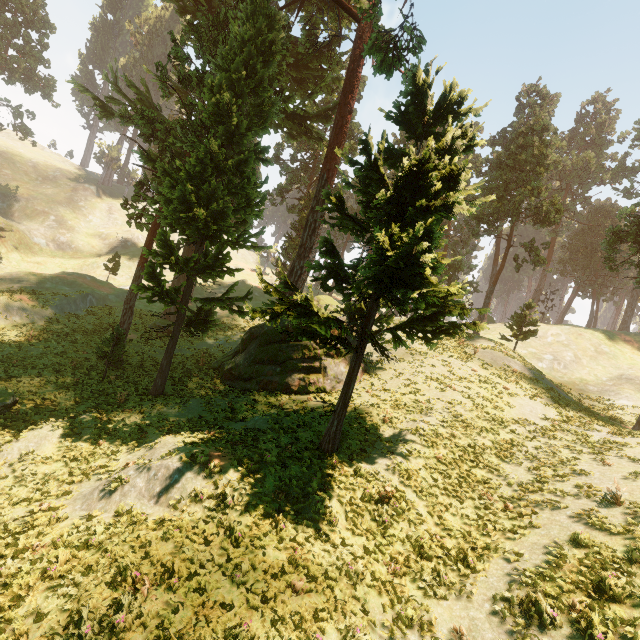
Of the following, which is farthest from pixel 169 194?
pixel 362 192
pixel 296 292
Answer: pixel 362 192

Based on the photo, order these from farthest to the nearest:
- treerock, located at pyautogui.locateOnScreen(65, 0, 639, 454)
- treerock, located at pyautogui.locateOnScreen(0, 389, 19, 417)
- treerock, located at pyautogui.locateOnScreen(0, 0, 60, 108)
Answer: treerock, located at pyautogui.locateOnScreen(0, 0, 60, 108) → treerock, located at pyautogui.locateOnScreen(0, 389, 19, 417) → treerock, located at pyautogui.locateOnScreen(65, 0, 639, 454)

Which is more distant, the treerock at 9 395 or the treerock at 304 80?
the treerock at 9 395

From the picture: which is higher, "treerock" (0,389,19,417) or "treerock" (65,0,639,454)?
"treerock" (65,0,639,454)

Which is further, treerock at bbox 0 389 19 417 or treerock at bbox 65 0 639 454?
treerock at bbox 0 389 19 417
